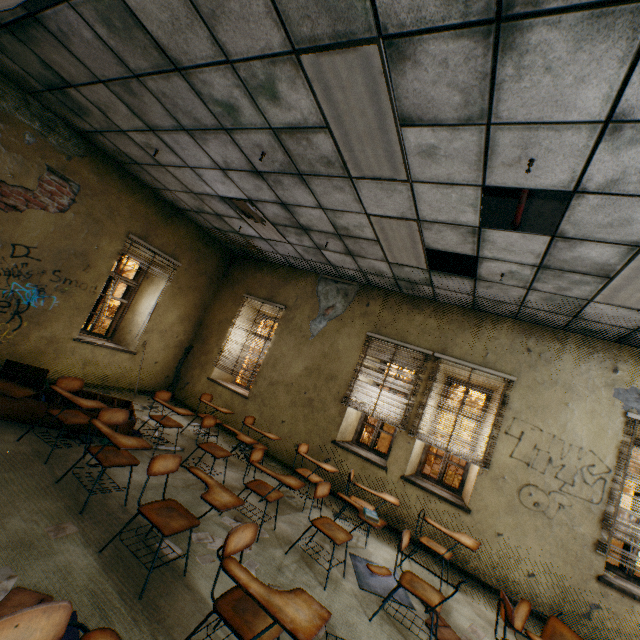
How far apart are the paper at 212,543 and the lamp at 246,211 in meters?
4.3

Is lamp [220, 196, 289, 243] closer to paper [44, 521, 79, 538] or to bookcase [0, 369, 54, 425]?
bookcase [0, 369, 54, 425]

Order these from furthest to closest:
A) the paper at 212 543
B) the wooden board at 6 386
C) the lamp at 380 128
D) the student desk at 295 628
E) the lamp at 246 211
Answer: the lamp at 246 211, the wooden board at 6 386, the paper at 212 543, the lamp at 380 128, the student desk at 295 628

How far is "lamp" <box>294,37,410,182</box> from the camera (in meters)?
2.20

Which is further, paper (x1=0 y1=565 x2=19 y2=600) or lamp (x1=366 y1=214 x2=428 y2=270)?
lamp (x1=366 y1=214 x2=428 y2=270)

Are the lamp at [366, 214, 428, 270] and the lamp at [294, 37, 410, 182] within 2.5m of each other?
yes

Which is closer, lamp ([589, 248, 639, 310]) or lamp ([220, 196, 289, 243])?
lamp ([589, 248, 639, 310])

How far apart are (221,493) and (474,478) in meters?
4.2 m
